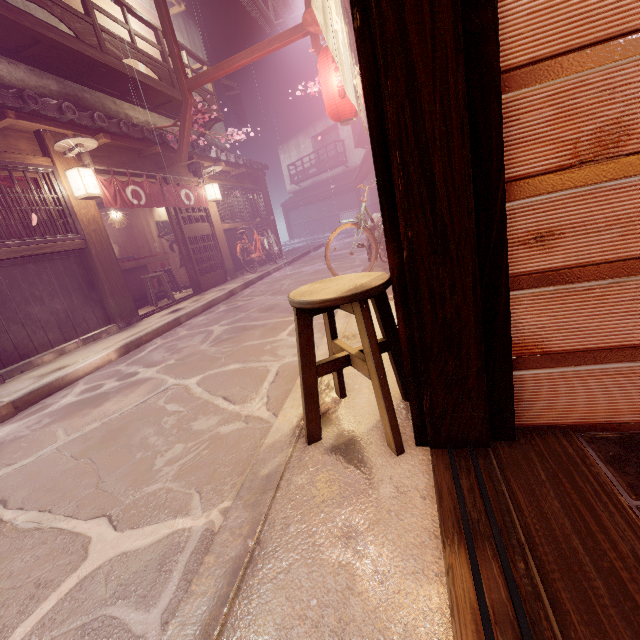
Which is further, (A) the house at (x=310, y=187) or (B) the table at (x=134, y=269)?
(A) the house at (x=310, y=187)

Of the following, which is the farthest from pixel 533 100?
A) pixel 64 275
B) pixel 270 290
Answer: pixel 270 290

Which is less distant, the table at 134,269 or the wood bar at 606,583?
the wood bar at 606,583

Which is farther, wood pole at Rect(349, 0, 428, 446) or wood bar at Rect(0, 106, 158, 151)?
wood bar at Rect(0, 106, 158, 151)

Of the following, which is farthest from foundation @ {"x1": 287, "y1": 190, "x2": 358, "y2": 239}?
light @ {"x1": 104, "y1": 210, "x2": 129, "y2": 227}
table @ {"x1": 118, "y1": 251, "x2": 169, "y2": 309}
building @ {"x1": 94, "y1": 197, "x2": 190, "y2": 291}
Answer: light @ {"x1": 104, "y1": 210, "x2": 129, "y2": 227}

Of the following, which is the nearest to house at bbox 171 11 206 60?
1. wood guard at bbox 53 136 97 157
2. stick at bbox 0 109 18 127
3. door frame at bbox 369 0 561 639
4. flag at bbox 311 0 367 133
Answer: door frame at bbox 369 0 561 639

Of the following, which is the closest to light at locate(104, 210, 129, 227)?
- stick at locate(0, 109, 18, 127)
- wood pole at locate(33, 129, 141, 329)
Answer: wood pole at locate(33, 129, 141, 329)

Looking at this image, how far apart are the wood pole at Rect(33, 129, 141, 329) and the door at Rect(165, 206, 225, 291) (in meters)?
3.72
